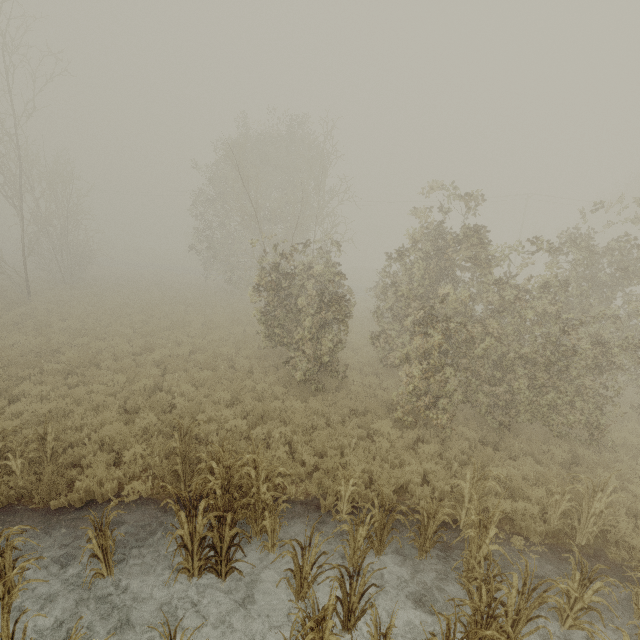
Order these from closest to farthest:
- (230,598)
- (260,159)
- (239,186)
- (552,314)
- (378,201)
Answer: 1. (230,598)
2. (552,314)
3. (239,186)
4. (260,159)
5. (378,201)

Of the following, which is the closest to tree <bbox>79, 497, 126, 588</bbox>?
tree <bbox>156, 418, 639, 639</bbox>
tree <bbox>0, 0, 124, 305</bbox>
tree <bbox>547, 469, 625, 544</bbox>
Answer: tree <bbox>156, 418, 639, 639</bbox>

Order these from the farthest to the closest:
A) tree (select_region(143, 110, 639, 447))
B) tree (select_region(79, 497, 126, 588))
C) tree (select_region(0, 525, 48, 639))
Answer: tree (select_region(143, 110, 639, 447))
tree (select_region(79, 497, 126, 588))
tree (select_region(0, 525, 48, 639))

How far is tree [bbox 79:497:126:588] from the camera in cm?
463

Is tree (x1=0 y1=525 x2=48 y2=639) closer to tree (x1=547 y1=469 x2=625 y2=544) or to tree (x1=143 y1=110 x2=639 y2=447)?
tree (x1=547 y1=469 x2=625 y2=544)

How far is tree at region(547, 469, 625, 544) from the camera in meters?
5.9

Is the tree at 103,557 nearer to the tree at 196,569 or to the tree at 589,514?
the tree at 196,569

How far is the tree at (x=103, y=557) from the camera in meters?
4.6
